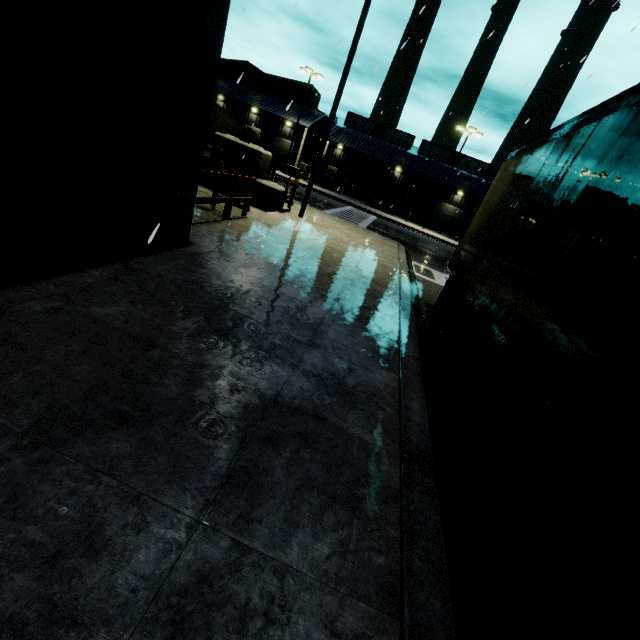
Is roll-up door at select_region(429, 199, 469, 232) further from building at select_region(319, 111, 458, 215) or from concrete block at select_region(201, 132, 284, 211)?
concrete block at select_region(201, 132, 284, 211)

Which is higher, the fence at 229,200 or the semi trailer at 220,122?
the semi trailer at 220,122

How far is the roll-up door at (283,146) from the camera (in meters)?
43.62

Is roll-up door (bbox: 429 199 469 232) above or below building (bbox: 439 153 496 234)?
below

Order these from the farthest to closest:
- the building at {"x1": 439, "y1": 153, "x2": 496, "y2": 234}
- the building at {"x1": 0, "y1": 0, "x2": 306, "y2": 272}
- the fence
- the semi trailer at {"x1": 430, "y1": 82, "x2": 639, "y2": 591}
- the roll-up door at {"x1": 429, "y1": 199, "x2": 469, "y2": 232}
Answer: the roll-up door at {"x1": 429, "y1": 199, "x2": 469, "y2": 232} → the building at {"x1": 439, "y1": 153, "x2": 496, "y2": 234} → the fence → the building at {"x1": 0, "y1": 0, "x2": 306, "y2": 272} → the semi trailer at {"x1": 430, "y1": 82, "x2": 639, "y2": 591}

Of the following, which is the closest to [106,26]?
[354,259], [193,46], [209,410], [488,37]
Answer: [193,46]

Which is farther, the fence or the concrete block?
the concrete block

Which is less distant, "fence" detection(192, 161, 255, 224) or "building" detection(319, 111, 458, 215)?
"fence" detection(192, 161, 255, 224)
